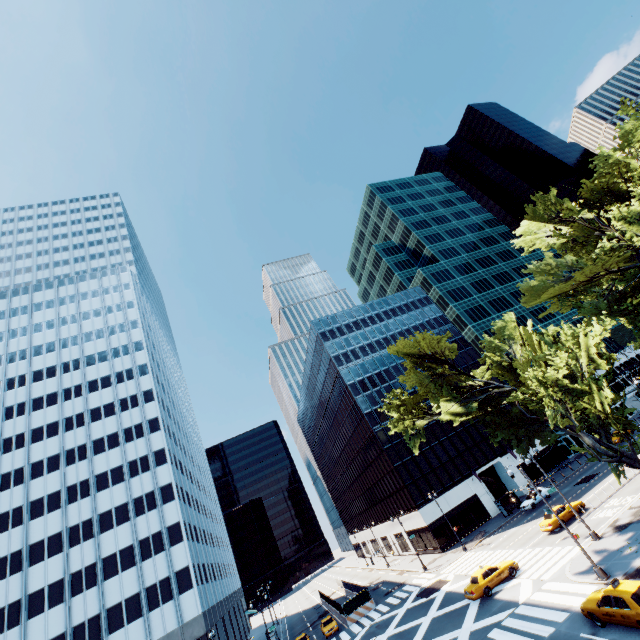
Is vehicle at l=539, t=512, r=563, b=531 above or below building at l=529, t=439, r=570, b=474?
below

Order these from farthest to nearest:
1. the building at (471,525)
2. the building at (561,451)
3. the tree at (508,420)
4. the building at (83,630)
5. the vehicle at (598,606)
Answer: the building at (561,451) < the building at (471,525) < the building at (83,630) < the tree at (508,420) < the vehicle at (598,606)

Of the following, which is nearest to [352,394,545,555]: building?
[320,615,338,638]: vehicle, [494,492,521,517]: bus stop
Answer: [494,492,521,517]: bus stop

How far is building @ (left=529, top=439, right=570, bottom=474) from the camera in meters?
55.7 m

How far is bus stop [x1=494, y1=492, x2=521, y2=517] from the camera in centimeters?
4559cm

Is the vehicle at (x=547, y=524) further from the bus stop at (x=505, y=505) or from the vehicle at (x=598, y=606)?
the vehicle at (x=598, y=606)

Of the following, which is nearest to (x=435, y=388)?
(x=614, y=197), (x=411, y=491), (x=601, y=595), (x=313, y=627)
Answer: (x=601, y=595)

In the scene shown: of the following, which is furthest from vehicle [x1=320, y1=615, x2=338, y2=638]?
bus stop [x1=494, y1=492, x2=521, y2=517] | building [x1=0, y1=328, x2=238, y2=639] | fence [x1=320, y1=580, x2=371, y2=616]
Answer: bus stop [x1=494, y1=492, x2=521, y2=517]
